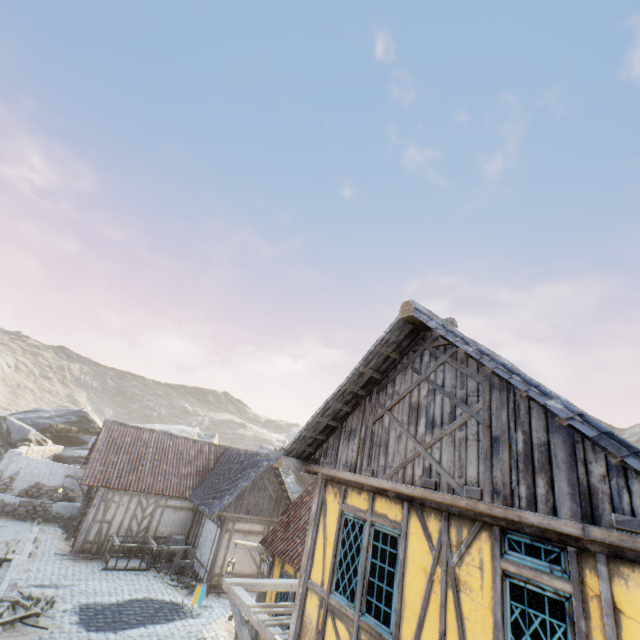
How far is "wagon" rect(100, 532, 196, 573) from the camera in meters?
14.6

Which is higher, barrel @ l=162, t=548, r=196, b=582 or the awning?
the awning

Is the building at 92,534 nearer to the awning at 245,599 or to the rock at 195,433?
the rock at 195,433

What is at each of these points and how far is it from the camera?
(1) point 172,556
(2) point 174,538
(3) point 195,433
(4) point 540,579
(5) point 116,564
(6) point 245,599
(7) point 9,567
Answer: (1) barrel, 16.44m
(2) barrel, 16.75m
(3) rock, 38.88m
(4) building, 3.53m
(5) wagon, 14.49m
(6) awning, 7.64m
(7) stairs, 12.71m

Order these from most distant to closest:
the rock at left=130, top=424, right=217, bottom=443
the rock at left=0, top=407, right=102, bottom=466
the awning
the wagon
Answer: the rock at left=130, top=424, right=217, bottom=443
the rock at left=0, top=407, right=102, bottom=466
the wagon
the awning

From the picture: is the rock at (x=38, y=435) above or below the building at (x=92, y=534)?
above

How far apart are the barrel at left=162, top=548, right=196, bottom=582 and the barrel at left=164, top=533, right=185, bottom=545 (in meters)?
1.00

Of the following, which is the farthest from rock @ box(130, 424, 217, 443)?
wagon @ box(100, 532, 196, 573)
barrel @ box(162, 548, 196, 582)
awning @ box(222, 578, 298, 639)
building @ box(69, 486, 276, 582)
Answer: barrel @ box(162, 548, 196, 582)
